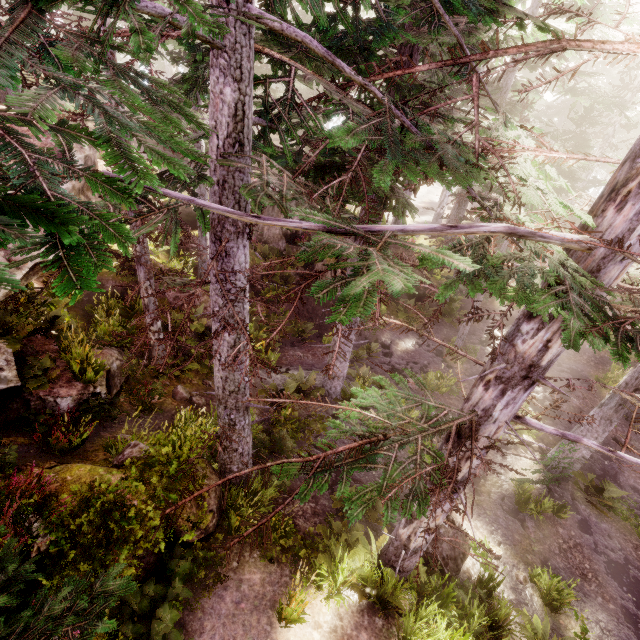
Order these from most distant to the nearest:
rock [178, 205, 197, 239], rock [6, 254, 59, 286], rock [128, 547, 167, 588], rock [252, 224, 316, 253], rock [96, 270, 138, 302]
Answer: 1. rock [252, 224, 316, 253]
2. rock [178, 205, 197, 239]
3. rock [96, 270, 138, 302]
4. rock [128, 547, 167, 588]
5. rock [6, 254, 59, 286]

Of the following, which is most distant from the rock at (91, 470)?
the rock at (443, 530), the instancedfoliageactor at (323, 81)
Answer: the rock at (443, 530)

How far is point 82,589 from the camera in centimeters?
383cm

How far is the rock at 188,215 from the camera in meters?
17.2

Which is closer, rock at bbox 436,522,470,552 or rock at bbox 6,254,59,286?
rock at bbox 6,254,59,286

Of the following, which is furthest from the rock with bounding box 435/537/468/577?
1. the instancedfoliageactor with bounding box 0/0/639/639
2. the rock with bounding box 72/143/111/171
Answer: the rock with bounding box 72/143/111/171

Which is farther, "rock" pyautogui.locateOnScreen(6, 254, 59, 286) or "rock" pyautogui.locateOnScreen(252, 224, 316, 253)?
"rock" pyautogui.locateOnScreen(252, 224, 316, 253)
